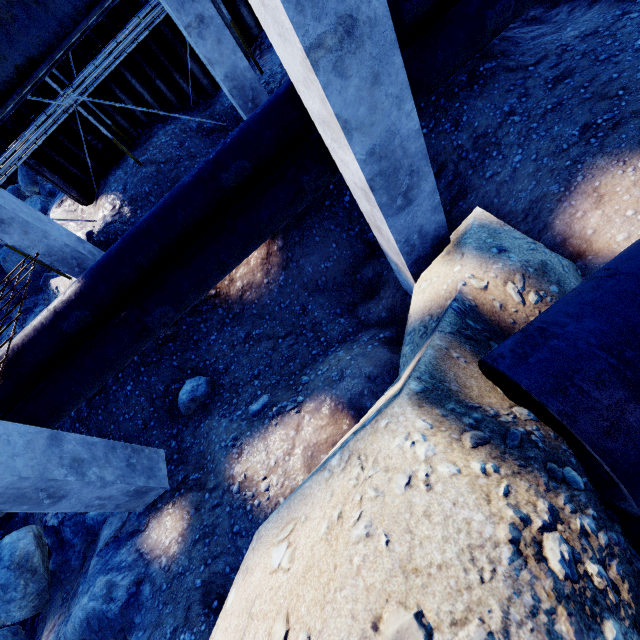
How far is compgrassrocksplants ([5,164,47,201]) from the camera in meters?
12.2

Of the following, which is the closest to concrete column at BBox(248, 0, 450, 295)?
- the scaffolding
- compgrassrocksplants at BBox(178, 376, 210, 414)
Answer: compgrassrocksplants at BBox(178, 376, 210, 414)

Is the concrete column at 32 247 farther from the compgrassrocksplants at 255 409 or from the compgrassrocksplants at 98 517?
the compgrassrocksplants at 255 409

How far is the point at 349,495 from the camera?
1.2 meters

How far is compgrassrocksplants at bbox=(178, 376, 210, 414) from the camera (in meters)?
5.96

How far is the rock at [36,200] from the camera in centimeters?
1121cm

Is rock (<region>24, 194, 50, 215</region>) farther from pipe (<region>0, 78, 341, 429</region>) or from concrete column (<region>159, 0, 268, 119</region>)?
concrete column (<region>159, 0, 268, 119</region>)

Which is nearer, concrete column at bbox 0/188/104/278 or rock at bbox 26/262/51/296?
concrete column at bbox 0/188/104/278
